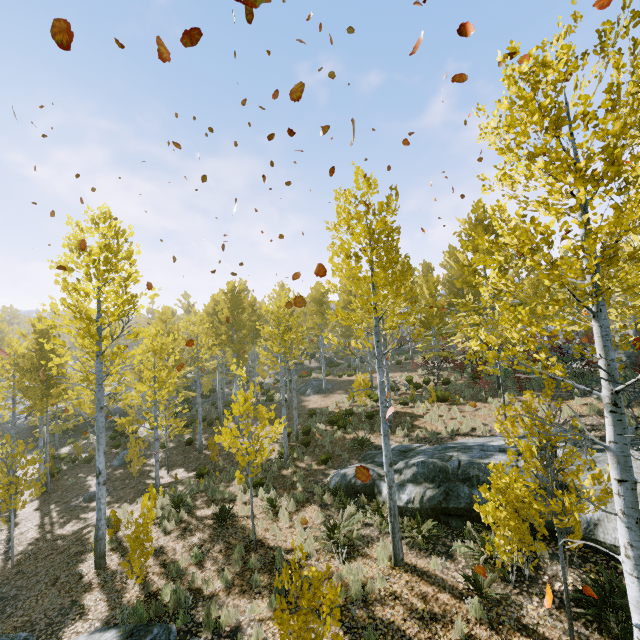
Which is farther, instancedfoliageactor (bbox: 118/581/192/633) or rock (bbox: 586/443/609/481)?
rock (bbox: 586/443/609/481)

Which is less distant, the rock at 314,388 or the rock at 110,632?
the rock at 110,632

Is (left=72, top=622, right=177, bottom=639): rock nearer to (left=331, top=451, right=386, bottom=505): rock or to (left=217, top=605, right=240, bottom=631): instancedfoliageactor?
(left=217, top=605, right=240, bottom=631): instancedfoliageactor

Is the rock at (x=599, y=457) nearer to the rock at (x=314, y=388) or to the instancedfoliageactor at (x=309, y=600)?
the instancedfoliageactor at (x=309, y=600)

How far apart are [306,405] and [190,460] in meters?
8.2 m

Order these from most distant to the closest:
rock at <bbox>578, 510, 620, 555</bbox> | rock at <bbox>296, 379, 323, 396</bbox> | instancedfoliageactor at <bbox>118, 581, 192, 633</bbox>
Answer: rock at <bbox>296, 379, 323, 396</bbox> → instancedfoliageactor at <bbox>118, 581, 192, 633</bbox> → rock at <bbox>578, 510, 620, 555</bbox>

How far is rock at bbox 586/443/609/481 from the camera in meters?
7.2 m
